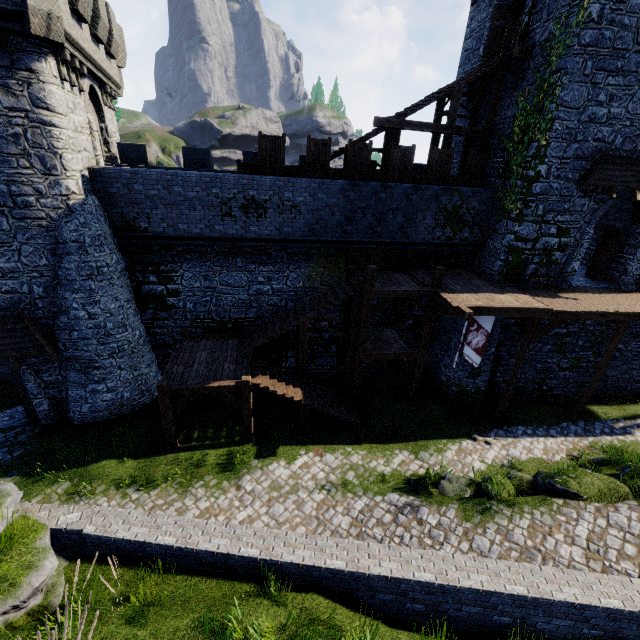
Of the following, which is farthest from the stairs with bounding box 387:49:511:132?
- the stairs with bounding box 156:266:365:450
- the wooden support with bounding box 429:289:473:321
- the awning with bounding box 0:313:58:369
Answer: the awning with bounding box 0:313:58:369

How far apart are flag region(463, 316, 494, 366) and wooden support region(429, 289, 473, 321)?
0.8m

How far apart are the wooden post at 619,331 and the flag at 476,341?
5.5m

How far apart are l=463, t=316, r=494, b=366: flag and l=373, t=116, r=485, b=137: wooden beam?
8.79m

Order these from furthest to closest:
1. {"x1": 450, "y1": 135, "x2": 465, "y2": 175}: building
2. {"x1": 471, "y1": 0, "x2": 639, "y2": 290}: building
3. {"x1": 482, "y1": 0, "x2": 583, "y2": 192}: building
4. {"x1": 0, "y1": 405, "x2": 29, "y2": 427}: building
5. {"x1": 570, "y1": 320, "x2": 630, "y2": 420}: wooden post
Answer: {"x1": 450, "y1": 135, "x2": 465, "y2": 175}: building → {"x1": 0, "y1": 405, "x2": 29, "y2": 427}: building → {"x1": 570, "y1": 320, "x2": 630, "y2": 420}: wooden post → {"x1": 482, "y1": 0, "x2": 583, "y2": 192}: building → {"x1": 471, "y1": 0, "x2": 639, "y2": 290}: building

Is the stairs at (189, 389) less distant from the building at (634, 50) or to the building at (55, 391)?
the building at (55, 391)

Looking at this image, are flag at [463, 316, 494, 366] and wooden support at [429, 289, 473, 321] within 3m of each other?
yes

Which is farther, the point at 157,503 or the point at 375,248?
the point at 375,248
